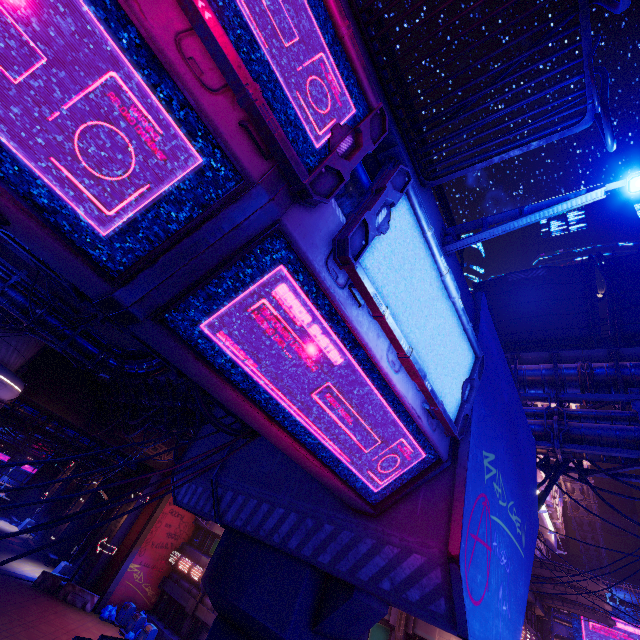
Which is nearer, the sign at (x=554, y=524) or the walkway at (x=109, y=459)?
the sign at (x=554, y=524)

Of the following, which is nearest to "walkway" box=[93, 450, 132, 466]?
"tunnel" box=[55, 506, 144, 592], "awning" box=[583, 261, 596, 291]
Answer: "tunnel" box=[55, 506, 144, 592]

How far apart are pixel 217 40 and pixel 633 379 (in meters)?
16.92

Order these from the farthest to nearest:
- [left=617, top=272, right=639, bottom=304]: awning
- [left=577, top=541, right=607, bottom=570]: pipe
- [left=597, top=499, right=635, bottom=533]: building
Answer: [left=597, top=499, right=635, bottom=533]: building
[left=577, top=541, right=607, bottom=570]: pipe
[left=617, top=272, right=639, bottom=304]: awning

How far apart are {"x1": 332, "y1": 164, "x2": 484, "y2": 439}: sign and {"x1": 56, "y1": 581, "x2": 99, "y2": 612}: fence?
30.36m

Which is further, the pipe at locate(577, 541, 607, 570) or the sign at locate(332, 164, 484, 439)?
the pipe at locate(577, 541, 607, 570)

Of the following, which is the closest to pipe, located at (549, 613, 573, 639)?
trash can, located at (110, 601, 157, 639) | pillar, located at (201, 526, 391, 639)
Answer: trash can, located at (110, 601, 157, 639)

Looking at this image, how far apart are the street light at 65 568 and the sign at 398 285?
33.8m
